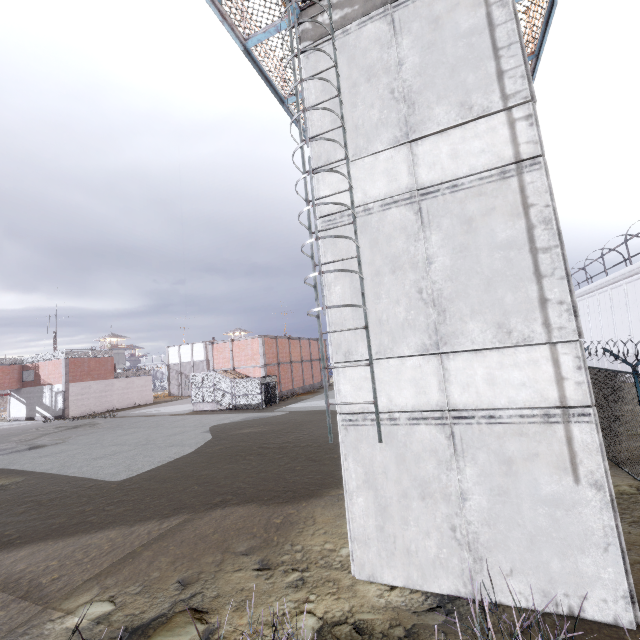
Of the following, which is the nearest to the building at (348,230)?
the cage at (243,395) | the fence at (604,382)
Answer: the fence at (604,382)

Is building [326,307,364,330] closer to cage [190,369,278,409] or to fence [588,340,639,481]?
fence [588,340,639,481]

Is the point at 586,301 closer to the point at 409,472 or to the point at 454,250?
the point at 454,250

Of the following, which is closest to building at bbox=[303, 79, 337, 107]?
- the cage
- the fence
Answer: the fence

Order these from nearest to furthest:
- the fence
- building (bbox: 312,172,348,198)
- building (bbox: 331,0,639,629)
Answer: building (bbox: 331,0,639,629) → building (bbox: 312,172,348,198) → the fence

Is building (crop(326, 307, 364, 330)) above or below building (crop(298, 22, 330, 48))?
below

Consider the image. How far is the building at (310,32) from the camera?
7.0m

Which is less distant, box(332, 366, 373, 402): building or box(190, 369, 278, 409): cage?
box(332, 366, 373, 402): building
